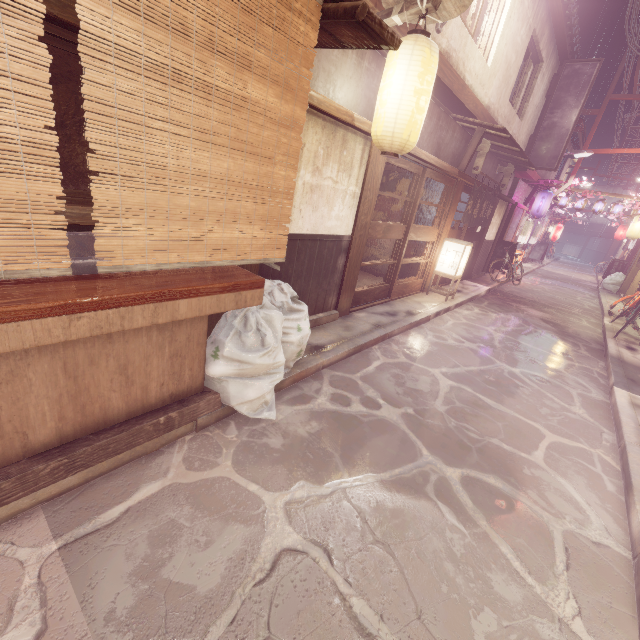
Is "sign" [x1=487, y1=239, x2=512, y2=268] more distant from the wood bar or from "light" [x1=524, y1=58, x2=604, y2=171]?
"light" [x1=524, y1=58, x2=604, y2=171]

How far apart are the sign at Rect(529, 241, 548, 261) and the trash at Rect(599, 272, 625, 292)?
9.53m

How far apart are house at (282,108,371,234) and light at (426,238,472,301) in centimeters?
703cm

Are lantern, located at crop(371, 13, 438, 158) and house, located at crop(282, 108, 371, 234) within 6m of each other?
yes

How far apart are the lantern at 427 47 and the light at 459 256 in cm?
780

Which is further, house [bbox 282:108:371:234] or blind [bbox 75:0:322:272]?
house [bbox 282:108:371:234]

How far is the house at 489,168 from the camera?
16.78m

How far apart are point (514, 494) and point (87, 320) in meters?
6.6
